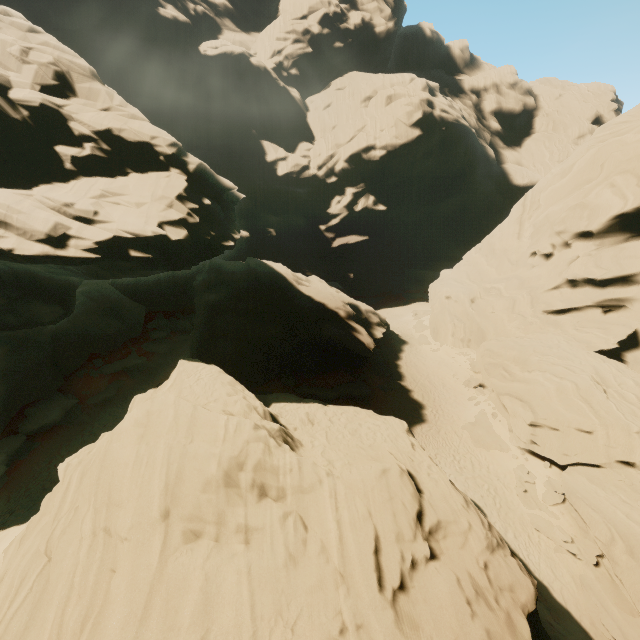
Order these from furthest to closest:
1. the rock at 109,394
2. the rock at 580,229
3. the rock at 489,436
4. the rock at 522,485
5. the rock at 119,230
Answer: the rock at 109,394
the rock at 489,436
the rock at 522,485
the rock at 580,229
the rock at 119,230

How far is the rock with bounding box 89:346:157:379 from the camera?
28.6m

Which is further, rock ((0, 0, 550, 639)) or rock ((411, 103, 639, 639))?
rock ((411, 103, 639, 639))

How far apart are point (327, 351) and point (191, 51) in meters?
63.9

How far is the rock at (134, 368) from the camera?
28.58m
